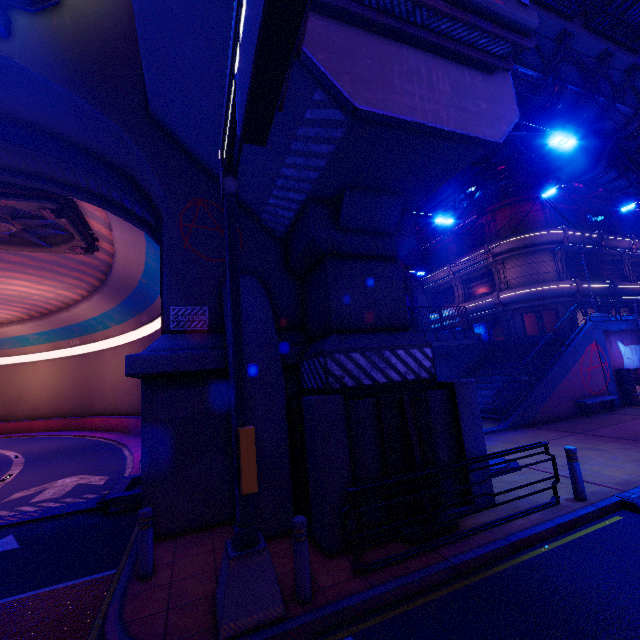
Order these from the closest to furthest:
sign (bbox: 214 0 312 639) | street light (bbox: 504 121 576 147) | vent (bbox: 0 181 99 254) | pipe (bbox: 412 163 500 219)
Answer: sign (bbox: 214 0 312 639) < street light (bbox: 504 121 576 147) < vent (bbox: 0 181 99 254) < pipe (bbox: 412 163 500 219)

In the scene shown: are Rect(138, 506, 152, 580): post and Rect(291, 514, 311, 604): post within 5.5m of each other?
yes

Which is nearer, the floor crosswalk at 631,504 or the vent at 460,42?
the vent at 460,42

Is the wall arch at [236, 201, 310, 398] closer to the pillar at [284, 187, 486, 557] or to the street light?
the pillar at [284, 187, 486, 557]

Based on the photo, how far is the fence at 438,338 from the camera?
21.59m

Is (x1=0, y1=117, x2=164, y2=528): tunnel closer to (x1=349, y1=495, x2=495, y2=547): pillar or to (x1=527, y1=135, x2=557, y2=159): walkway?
(x1=527, y1=135, x2=557, y2=159): walkway

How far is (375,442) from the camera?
6.4m

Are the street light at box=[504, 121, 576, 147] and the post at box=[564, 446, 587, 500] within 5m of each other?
no
